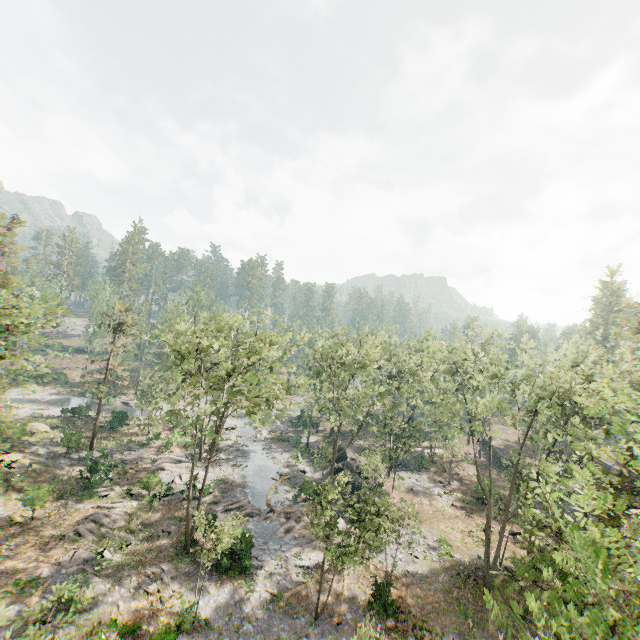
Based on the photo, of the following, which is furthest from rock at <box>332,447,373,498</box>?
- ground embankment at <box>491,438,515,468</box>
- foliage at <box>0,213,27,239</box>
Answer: ground embankment at <box>491,438,515,468</box>

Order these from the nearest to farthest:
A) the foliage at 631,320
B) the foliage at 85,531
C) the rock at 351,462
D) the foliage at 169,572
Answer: the foliage at 169,572, the foliage at 85,531, the foliage at 631,320, the rock at 351,462

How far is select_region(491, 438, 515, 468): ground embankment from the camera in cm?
4934

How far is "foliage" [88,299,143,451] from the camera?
38.72m

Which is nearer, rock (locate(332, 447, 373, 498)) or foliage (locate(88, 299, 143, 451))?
rock (locate(332, 447, 373, 498))

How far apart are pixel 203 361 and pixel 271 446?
23.5m

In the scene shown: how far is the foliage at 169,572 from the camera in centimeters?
2223cm
